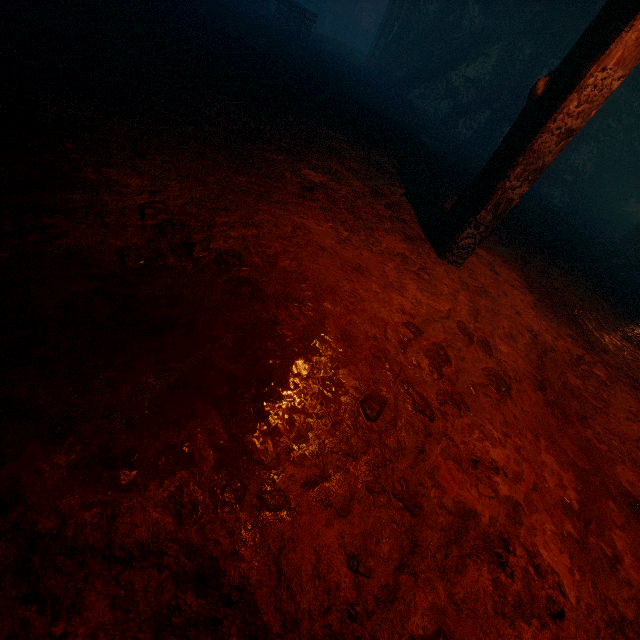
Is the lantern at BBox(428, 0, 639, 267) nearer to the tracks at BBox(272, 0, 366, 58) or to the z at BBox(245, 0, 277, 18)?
the tracks at BBox(272, 0, 366, 58)

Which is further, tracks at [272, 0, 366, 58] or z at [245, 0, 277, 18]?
z at [245, 0, 277, 18]

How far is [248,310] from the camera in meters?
1.5

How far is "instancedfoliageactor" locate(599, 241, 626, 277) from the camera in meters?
5.7

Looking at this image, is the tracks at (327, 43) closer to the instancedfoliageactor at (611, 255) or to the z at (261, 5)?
the z at (261, 5)

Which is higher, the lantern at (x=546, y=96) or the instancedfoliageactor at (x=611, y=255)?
the lantern at (x=546, y=96)

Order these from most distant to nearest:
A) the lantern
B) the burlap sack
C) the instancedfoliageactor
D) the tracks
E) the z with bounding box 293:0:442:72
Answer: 1. the z with bounding box 293:0:442:72
2. the tracks
3. the instancedfoliageactor
4. the lantern
5. the burlap sack

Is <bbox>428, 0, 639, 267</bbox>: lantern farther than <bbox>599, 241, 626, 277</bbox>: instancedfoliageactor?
No
